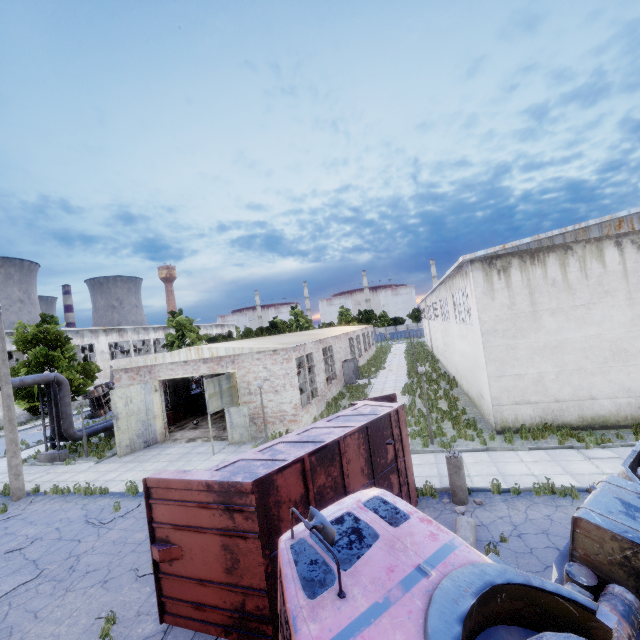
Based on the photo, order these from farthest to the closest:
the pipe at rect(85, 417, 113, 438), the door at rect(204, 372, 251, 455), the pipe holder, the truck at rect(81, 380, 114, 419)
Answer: the truck at rect(81, 380, 114, 419) < the pipe at rect(85, 417, 113, 438) < the pipe holder < the door at rect(204, 372, 251, 455)

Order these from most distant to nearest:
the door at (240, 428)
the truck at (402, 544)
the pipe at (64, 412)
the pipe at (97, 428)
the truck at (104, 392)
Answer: the truck at (104, 392) < the pipe at (97, 428) < the pipe at (64, 412) < the door at (240, 428) < the truck at (402, 544)

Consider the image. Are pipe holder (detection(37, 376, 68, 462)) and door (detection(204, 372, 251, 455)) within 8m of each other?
no

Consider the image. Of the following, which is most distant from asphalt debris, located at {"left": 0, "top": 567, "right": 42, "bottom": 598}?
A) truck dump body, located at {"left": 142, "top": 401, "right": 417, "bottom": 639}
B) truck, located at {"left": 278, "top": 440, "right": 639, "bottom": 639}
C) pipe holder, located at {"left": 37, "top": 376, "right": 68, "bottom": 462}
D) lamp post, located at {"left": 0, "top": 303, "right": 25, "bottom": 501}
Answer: pipe holder, located at {"left": 37, "top": 376, "right": 68, "bottom": 462}

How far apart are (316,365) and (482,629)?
19.7 meters

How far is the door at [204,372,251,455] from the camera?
16.7 meters

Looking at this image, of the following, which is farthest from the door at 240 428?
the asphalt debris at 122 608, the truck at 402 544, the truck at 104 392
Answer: the truck at 104 392

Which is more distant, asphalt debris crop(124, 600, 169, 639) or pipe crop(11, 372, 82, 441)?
pipe crop(11, 372, 82, 441)
